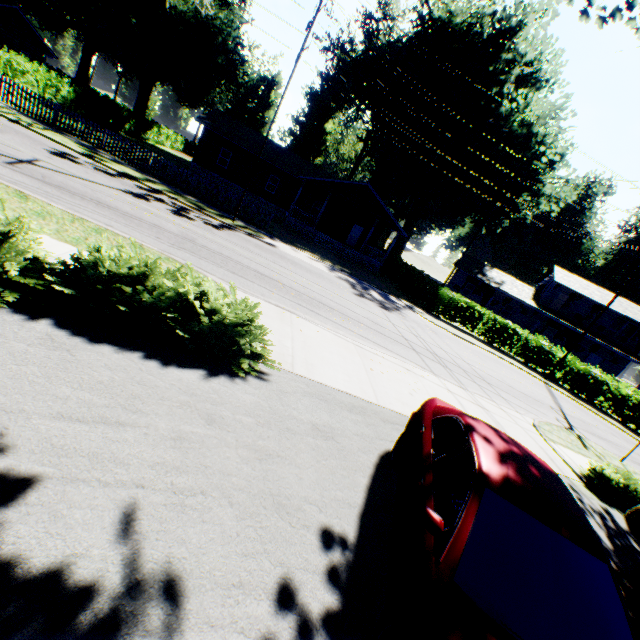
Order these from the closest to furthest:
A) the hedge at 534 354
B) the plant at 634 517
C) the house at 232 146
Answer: the plant at 634 517
the hedge at 534 354
the house at 232 146

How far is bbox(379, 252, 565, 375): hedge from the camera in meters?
24.2

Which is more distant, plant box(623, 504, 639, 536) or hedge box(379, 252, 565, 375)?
hedge box(379, 252, 565, 375)

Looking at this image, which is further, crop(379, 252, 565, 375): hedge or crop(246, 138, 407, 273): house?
crop(246, 138, 407, 273): house

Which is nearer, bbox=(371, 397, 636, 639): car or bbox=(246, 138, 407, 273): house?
bbox=(371, 397, 636, 639): car

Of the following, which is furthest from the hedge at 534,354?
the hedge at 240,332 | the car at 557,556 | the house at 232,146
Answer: the hedge at 240,332

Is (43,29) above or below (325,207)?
above

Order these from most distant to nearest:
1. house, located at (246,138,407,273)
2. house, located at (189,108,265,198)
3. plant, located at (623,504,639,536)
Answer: house, located at (189,108,265,198), house, located at (246,138,407,273), plant, located at (623,504,639,536)
